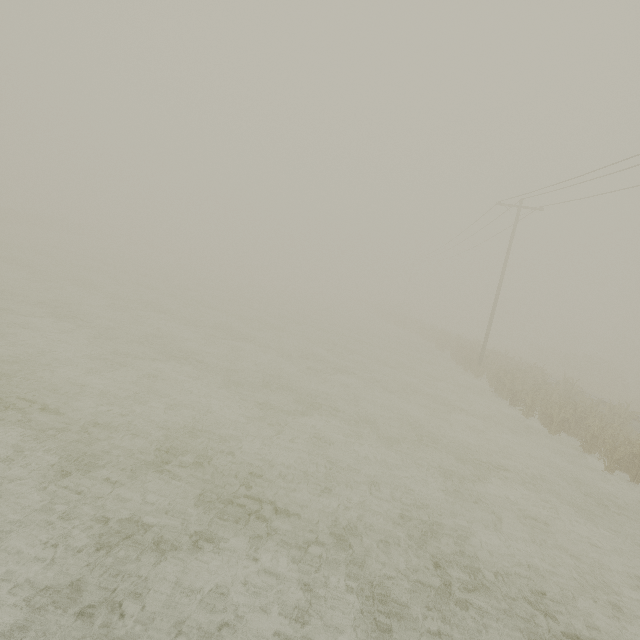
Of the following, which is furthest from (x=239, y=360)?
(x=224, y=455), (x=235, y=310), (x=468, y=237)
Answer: (x=468, y=237)
